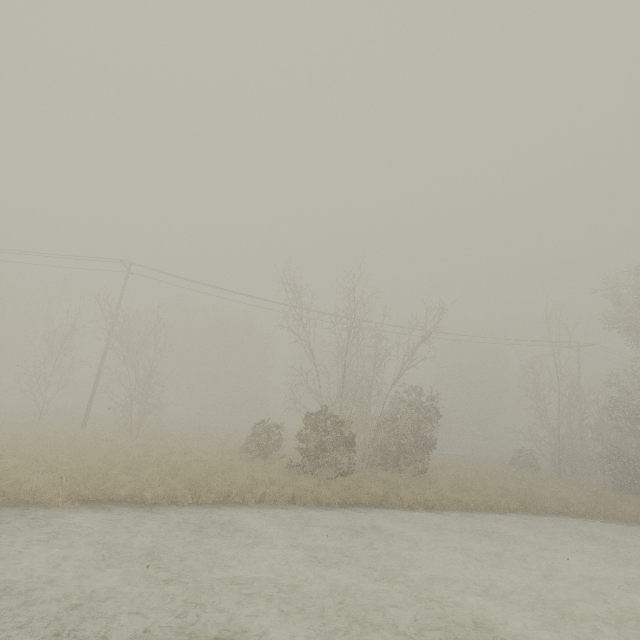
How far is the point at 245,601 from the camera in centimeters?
698cm
